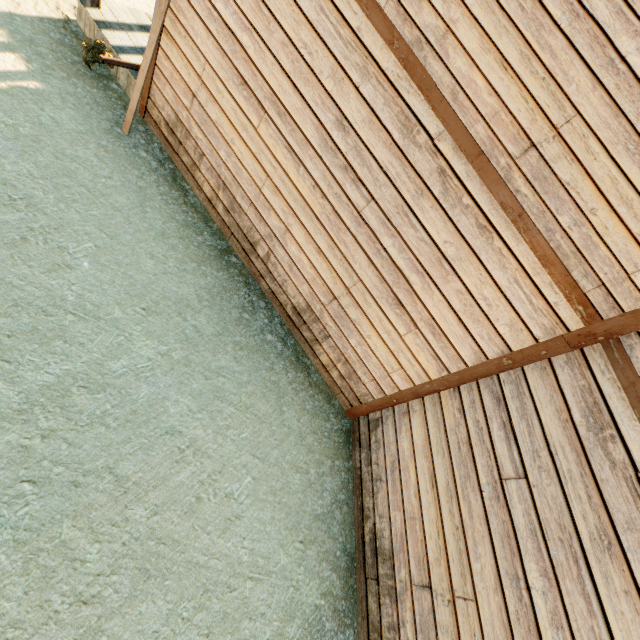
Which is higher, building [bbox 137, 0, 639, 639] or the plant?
building [bbox 137, 0, 639, 639]

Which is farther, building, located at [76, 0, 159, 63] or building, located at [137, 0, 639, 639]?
building, located at [76, 0, 159, 63]

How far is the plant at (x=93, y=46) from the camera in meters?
5.1 m

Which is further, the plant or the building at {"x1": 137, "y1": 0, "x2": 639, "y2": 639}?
the plant

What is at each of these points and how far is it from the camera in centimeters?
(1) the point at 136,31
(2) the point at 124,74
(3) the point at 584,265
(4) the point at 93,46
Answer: (1) building, 587cm
(2) building, 552cm
(3) building, 281cm
(4) plant, 506cm

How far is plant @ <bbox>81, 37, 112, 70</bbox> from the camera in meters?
5.1 m

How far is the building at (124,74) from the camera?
5.4m

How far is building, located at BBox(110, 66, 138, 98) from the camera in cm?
537
